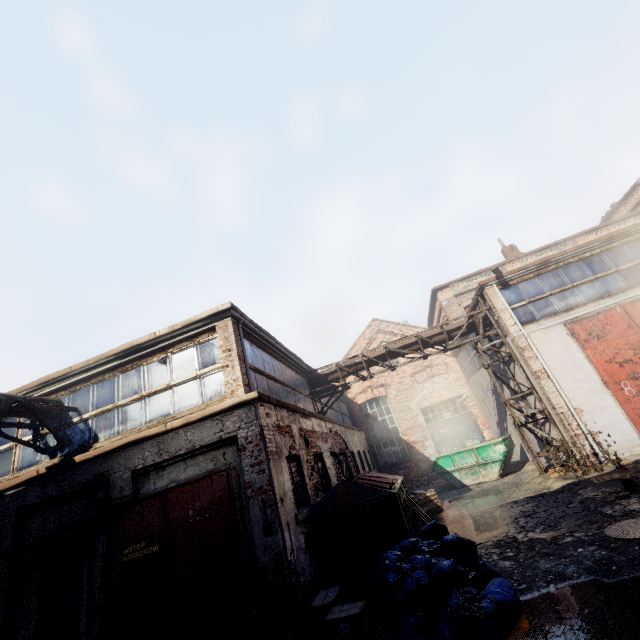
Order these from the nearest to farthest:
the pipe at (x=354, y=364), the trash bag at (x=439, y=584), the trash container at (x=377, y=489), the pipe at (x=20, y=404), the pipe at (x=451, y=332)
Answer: the trash bag at (x=439, y=584) → the trash container at (x=377, y=489) → the pipe at (x=20, y=404) → the pipe at (x=451, y=332) → the pipe at (x=354, y=364)

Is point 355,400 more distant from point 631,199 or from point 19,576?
point 631,199

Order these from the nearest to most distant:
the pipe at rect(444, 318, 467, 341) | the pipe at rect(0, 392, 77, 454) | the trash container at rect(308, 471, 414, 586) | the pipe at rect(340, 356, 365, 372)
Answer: the trash container at rect(308, 471, 414, 586) < the pipe at rect(0, 392, 77, 454) < the pipe at rect(444, 318, 467, 341) < the pipe at rect(340, 356, 365, 372)

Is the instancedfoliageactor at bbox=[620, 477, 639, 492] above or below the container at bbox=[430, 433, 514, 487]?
below

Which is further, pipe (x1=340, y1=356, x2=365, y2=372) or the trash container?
pipe (x1=340, y1=356, x2=365, y2=372)

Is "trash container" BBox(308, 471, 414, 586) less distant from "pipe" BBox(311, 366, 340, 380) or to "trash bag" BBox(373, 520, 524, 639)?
"trash bag" BBox(373, 520, 524, 639)

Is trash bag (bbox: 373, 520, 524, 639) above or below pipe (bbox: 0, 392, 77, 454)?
below

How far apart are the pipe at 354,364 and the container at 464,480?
4.5 meters
